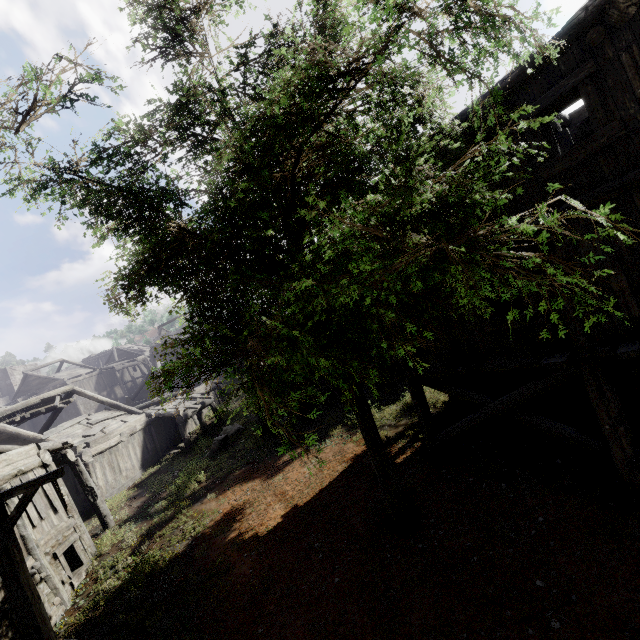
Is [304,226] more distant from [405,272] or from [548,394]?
[548,394]

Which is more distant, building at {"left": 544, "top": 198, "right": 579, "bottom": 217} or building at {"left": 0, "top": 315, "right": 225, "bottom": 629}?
building at {"left": 0, "top": 315, "right": 225, "bottom": 629}

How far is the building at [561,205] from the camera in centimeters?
607cm

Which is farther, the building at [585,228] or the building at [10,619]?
the building at [10,619]

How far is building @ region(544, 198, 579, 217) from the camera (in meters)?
6.07

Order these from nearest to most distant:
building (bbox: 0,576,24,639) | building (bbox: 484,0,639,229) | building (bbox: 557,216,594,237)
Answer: building (bbox: 484,0,639,229) < building (bbox: 557,216,594,237) < building (bbox: 0,576,24,639)
